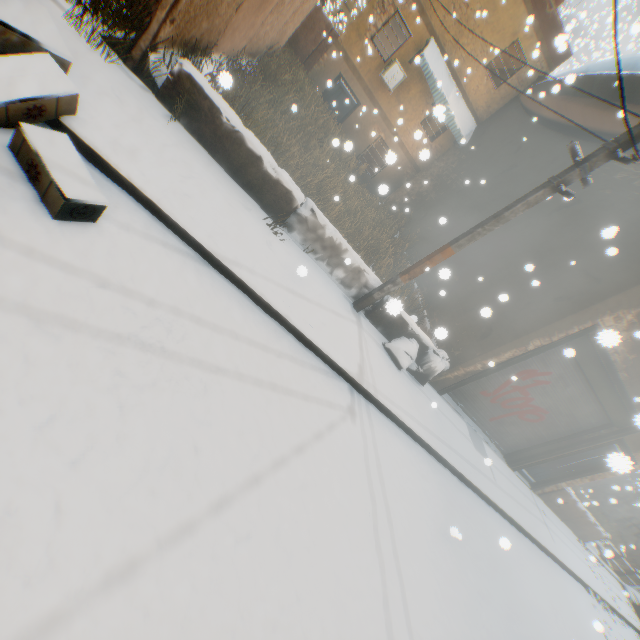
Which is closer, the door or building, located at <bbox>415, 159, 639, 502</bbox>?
building, located at <bbox>415, 159, 639, 502</bbox>

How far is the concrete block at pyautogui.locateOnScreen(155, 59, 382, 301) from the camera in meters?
4.4

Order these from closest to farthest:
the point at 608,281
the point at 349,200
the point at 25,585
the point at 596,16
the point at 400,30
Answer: the point at 25,585 < the point at 608,281 < the point at 349,200 < the point at 400,30 < the point at 596,16

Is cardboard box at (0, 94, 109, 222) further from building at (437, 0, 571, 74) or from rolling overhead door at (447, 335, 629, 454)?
rolling overhead door at (447, 335, 629, 454)

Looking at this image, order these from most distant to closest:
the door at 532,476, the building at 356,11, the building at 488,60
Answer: the building at 356,11, the door at 532,476, the building at 488,60

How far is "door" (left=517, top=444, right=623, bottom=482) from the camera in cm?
890

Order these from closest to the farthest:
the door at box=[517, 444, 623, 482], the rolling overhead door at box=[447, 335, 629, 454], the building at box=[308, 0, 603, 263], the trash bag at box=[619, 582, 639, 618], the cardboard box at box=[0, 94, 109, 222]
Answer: the cardboard box at box=[0, 94, 109, 222]
the rolling overhead door at box=[447, 335, 629, 454]
the door at box=[517, 444, 623, 482]
the building at box=[308, 0, 603, 263]
the trash bag at box=[619, 582, 639, 618]

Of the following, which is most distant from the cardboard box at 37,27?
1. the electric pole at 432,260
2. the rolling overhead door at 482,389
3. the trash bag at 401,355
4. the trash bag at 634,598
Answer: the trash bag at 634,598
